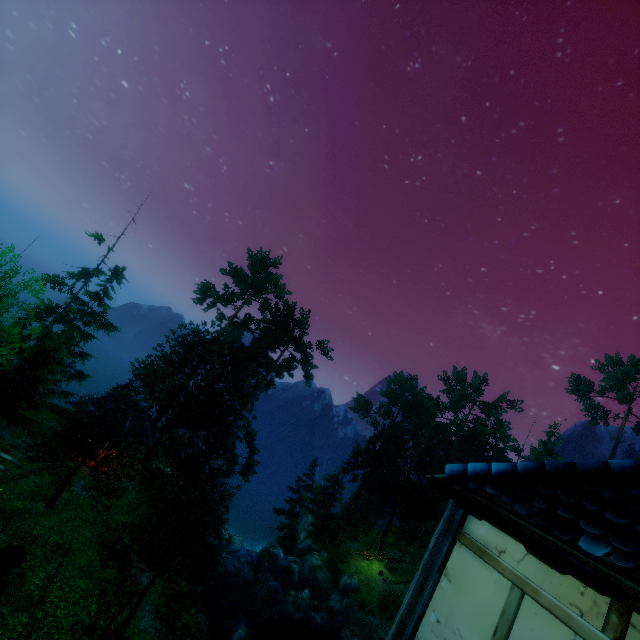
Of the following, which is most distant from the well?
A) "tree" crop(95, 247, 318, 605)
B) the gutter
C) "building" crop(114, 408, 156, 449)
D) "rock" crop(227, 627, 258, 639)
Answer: the gutter

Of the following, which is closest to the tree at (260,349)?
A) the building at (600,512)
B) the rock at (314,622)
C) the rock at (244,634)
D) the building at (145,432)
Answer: the building at (145,432)

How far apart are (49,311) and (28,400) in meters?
6.6 m

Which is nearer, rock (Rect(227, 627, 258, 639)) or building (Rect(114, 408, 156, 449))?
rock (Rect(227, 627, 258, 639))

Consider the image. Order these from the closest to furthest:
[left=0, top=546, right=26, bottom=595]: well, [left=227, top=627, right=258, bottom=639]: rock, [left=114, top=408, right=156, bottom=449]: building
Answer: [left=0, top=546, right=26, bottom=595]: well < [left=227, top=627, right=258, bottom=639]: rock < [left=114, top=408, right=156, bottom=449]: building

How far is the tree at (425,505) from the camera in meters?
40.8

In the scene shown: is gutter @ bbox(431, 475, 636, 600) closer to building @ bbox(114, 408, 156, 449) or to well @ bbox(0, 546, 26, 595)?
well @ bbox(0, 546, 26, 595)
